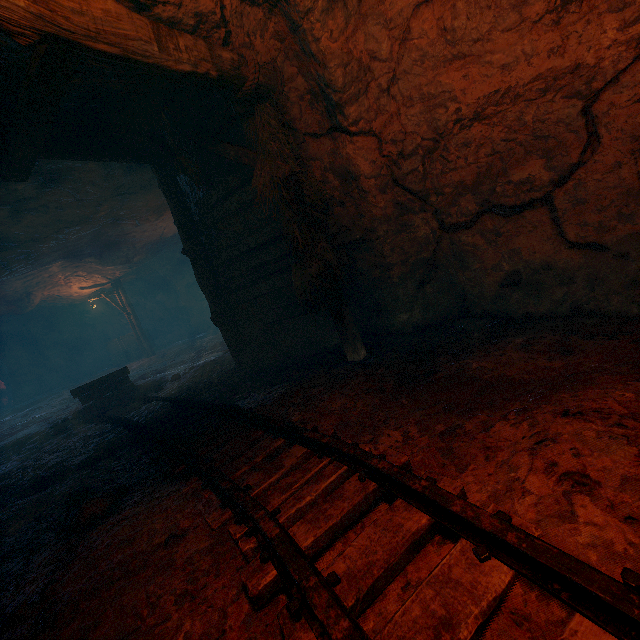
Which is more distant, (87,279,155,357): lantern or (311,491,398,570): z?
(87,279,155,357): lantern

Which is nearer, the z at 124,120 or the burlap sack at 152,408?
the z at 124,120

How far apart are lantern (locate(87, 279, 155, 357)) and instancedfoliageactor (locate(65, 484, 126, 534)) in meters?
17.1 m

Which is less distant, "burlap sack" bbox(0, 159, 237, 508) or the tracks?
the tracks

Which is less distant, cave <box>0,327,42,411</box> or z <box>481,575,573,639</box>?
z <box>481,575,573,639</box>

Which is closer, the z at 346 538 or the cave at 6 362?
the z at 346 538

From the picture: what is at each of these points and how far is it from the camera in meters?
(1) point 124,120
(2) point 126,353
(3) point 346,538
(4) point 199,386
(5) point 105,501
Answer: (1) z, 4.5
(2) wooden box, 21.1
(3) z, 1.9
(4) burlap sack, 6.3
(5) instancedfoliageactor, 2.8

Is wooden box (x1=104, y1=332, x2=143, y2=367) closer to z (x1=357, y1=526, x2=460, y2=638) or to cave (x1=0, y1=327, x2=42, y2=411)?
cave (x1=0, y1=327, x2=42, y2=411)
